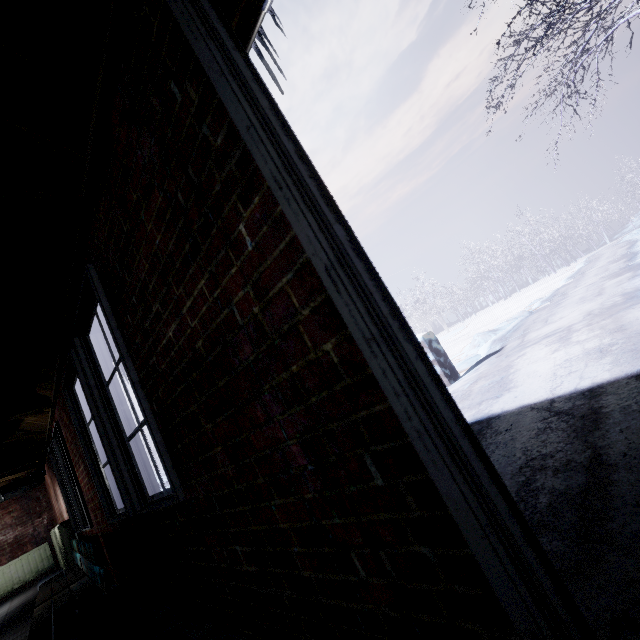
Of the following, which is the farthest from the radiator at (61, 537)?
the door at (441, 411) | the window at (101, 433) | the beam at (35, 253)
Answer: the door at (441, 411)

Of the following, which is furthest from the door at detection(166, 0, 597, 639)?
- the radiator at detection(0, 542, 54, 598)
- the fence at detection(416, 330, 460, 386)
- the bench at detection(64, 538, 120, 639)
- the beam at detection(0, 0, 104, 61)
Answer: the radiator at detection(0, 542, 54, 598)

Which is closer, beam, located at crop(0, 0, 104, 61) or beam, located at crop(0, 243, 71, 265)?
beam, located at crop(0, 0, 104, 61)

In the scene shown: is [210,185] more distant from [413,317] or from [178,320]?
[413,317]

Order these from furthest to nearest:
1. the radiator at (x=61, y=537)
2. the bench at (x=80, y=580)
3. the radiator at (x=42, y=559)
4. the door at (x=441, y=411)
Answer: the radiator at (x=42, y=559), the radiator at (x=61, y=537), the bench at (x=80, y=580), the door at (x=441, y=411)

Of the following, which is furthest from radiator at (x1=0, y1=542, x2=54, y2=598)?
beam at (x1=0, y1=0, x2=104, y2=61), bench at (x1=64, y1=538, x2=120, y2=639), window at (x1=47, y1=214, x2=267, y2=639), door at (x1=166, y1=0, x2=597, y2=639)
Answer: door at (x1=166, y1=0, x2=597, y2=639)

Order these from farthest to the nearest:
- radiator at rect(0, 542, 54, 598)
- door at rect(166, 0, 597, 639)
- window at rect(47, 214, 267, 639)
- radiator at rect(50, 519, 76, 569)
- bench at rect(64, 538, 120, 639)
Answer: radiator at rect(0, 542, 54, 598), radiator at rect(50, 519, 76, 569), bench at rect(64, 538, 120, 639), window at rect(47, 214, 267, 639), door at rect(166, 0, 597, 639)

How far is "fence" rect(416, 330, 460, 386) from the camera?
5.16m
